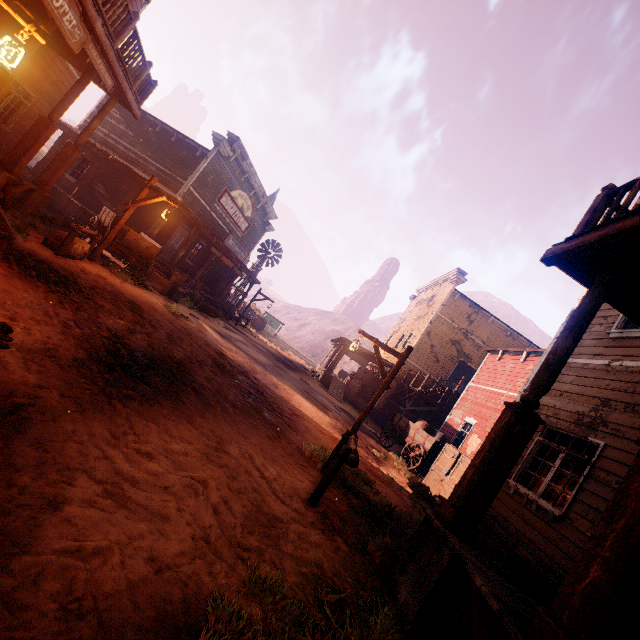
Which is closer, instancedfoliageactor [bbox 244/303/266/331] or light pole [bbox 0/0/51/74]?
light pole [bbox 0/0/51/74]

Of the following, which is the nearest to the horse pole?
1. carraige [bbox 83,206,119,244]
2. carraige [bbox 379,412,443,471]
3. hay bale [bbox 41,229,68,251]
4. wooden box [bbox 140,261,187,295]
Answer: carraige [bbox 379,412,443,471]

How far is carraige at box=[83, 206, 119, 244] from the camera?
11.0 meters

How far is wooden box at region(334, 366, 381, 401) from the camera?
22.3m

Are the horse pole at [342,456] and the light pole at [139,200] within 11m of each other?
yes

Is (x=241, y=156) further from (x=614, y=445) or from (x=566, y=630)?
(x=566, y=630)

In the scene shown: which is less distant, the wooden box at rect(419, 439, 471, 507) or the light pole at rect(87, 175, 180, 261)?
the wooden box at rect(419, 439, 471, 507)

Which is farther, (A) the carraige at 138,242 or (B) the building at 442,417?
(A) the carraige at 138,242
